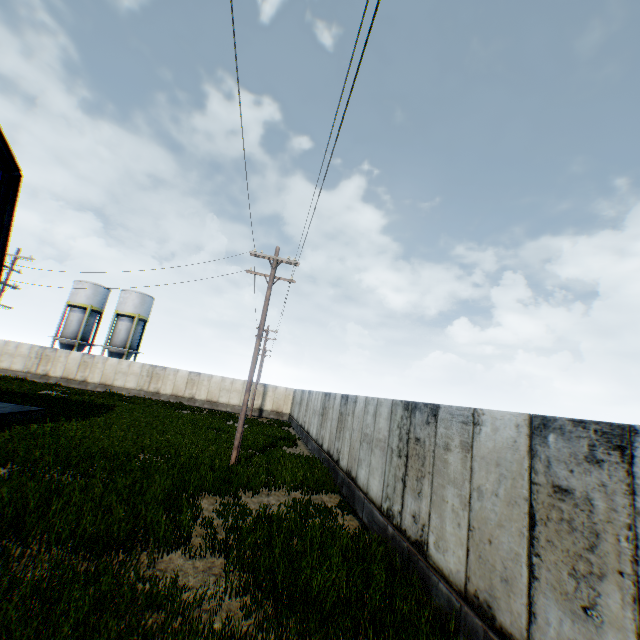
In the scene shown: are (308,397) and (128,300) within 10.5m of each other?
no
